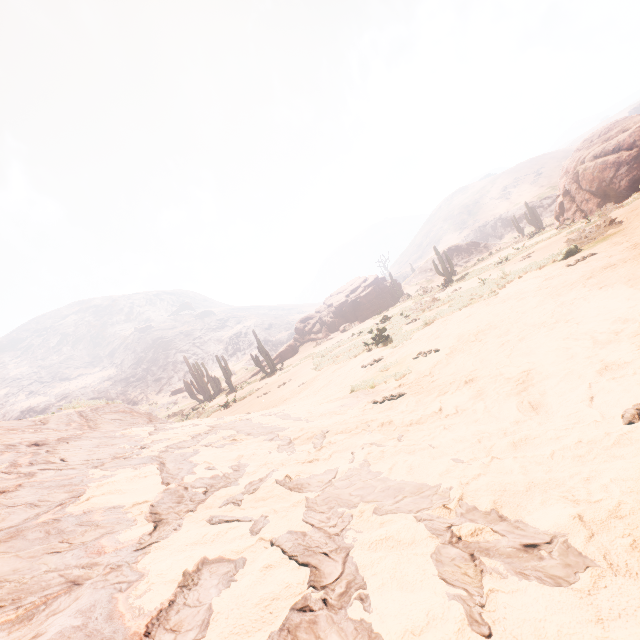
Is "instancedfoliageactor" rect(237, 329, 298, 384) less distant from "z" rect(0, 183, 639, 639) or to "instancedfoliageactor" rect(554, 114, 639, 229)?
"z" rect(0, 183, 639, 639)

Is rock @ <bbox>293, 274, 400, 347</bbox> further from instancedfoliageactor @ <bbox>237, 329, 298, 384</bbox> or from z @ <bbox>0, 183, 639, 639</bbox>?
z @ <bbox>0, 183, 639, 639</bbox>

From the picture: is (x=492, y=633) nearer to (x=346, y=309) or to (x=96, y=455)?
(x=96, y=455)

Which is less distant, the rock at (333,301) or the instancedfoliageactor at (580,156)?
the instancedfoliageactor at (580,156)

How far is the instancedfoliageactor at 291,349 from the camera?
25.11m

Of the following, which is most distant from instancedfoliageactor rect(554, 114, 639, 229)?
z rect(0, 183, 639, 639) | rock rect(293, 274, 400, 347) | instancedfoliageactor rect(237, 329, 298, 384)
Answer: instancedfoliageactor rect(237, 329, 298, 384)

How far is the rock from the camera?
34.0 meters

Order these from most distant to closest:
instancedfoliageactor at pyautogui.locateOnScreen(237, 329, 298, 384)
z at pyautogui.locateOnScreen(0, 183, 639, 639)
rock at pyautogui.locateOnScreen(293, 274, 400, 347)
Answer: rock at pyautogui.locateOnScreen(293, 274, 400, 347)
instancedfoliageactor at pyautogui.locateOnScreen(237, 329, 298, 384)
z at pyautogui.locateOnScreen(0, 183, 639, 639)
